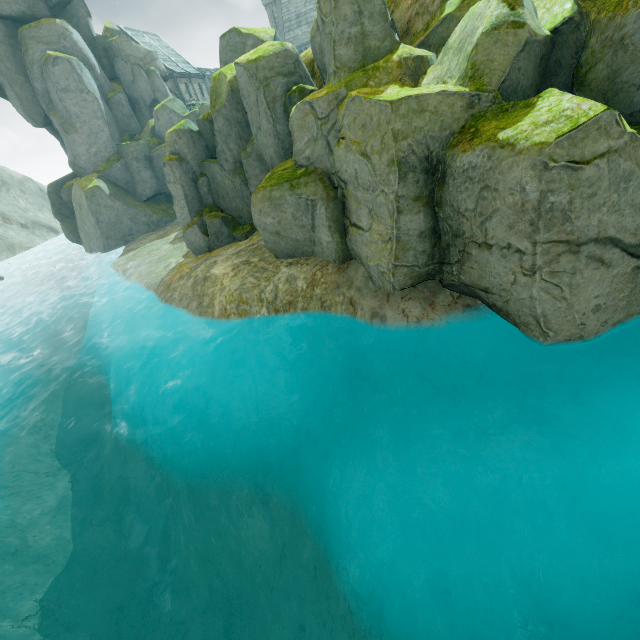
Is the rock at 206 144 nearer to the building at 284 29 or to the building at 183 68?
the building at 183 68

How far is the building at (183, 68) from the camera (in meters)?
39.78

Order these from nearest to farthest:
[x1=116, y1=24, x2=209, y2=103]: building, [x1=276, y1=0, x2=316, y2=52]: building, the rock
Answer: the rock < [x1=116, y1=24, x2=209, y2=103]: building < [x1=276, y1=0, x2=316, y2=52]: building

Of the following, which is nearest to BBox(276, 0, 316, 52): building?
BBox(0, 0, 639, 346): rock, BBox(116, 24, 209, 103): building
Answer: BBox(116, 24, 209, 103): building

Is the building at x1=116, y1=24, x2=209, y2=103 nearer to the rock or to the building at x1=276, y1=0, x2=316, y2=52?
the rock

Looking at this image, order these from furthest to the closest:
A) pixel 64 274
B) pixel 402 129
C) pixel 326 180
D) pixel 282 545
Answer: pixel 64 274, pixel 282 545, pixel 326 180, pixel 402 129
